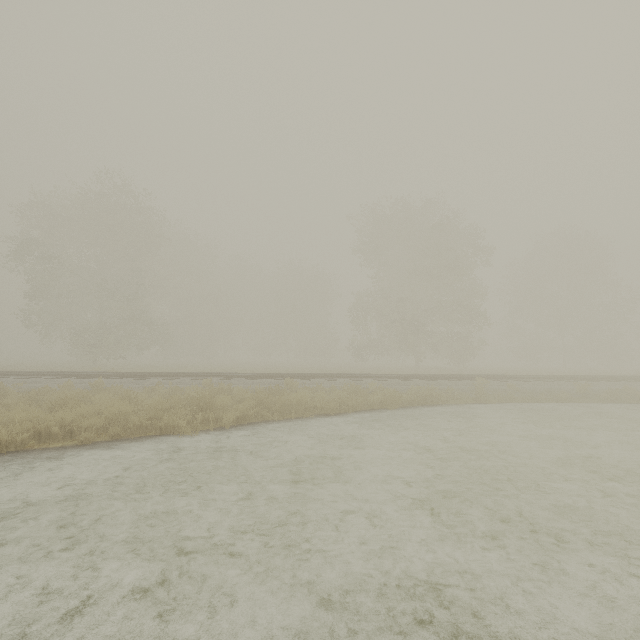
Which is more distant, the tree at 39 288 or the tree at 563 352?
the tree at 563 352

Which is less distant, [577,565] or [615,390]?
[577,565]

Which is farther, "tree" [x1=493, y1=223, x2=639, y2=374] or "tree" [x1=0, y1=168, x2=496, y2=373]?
"tree" [x1=493, y1=223, x2=639, y2=374]
